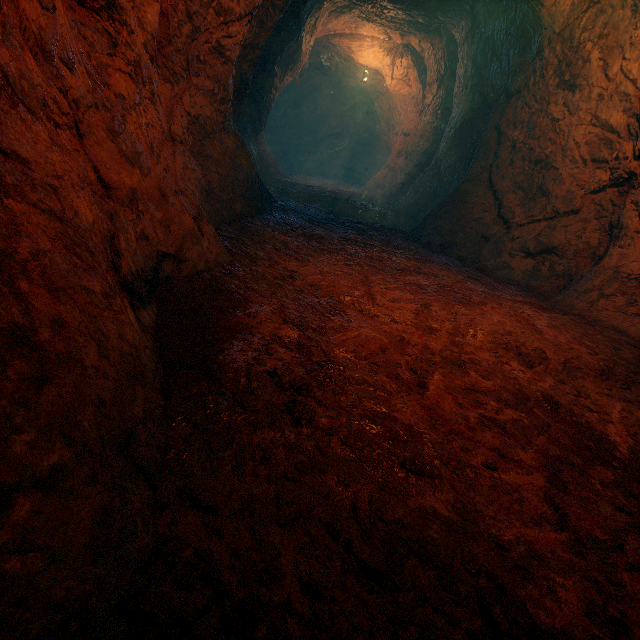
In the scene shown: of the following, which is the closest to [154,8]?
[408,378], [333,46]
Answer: [408,378]
